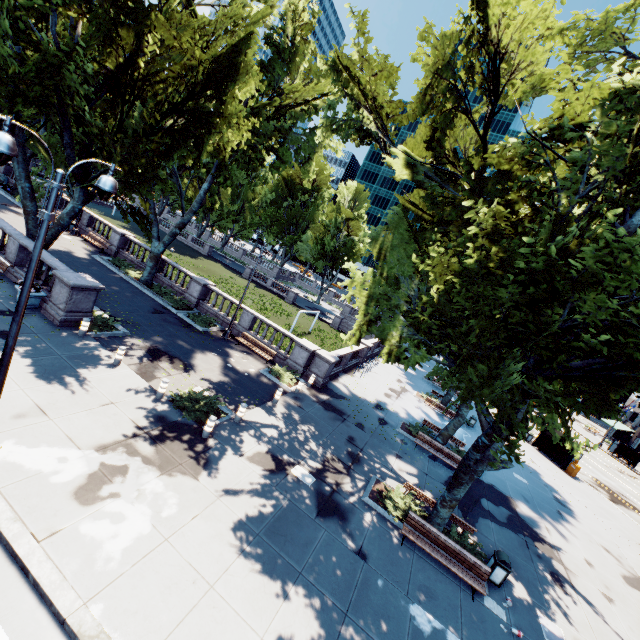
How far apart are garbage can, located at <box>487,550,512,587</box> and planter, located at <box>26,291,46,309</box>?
21.1m

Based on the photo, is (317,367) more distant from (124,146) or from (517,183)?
(124,146)

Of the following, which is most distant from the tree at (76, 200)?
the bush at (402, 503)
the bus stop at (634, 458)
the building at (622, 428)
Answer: the bus stop at (634, 458)

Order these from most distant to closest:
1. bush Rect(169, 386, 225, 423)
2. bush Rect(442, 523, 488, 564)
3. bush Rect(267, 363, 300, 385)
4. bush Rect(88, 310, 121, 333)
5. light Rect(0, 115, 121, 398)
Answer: bush Rect(267, 363, 300, 385) → bush Rect(88, 310, 121, 333) → bush Rect(169, 386, 225, 423) → bush Rect(442, 523, 488, 564) → light Rect(0, 115, 121, 398)

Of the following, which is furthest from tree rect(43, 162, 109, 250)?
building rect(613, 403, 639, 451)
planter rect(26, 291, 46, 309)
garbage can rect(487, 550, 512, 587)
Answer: planter rect(26, 291, 46, 309)

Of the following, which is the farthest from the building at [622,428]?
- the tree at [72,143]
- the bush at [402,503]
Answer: the bush at [402,503]

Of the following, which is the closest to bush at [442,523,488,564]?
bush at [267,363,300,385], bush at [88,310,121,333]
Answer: bush at [267,363,300,385]

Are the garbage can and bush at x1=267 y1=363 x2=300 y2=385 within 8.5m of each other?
no
